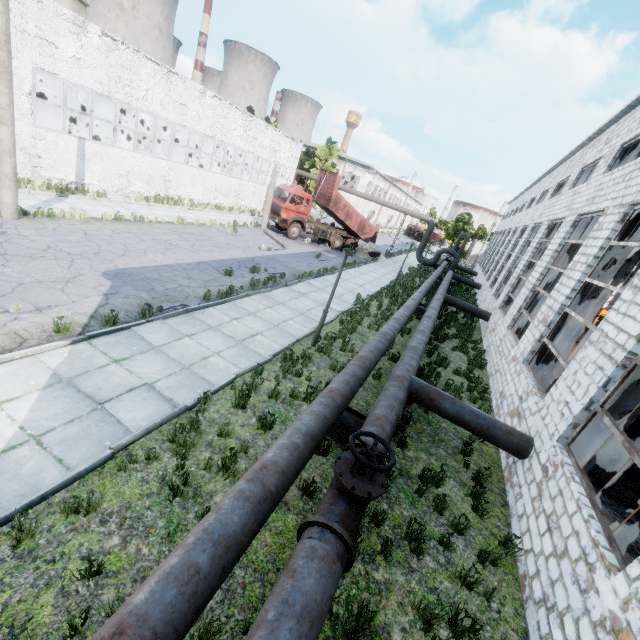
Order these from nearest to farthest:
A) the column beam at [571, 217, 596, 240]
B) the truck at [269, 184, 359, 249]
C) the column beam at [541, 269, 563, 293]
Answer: the column beam at [571, 217, 596, 240] → the column beam at [541, 269, 563, 293] → the truck at [269, 184, 359, 249]

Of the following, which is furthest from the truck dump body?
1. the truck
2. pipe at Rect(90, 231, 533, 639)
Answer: pipe at Rect(90, 231, 533, 639)

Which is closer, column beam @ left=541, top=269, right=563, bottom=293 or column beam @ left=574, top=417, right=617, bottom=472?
column beam @ left=574, top=417, right=617, bottom=472

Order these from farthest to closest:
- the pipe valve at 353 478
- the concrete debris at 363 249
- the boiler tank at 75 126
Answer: the concrete debris at 363 249 < the boiler tank at 75 126 < the pipe valve at 353 478

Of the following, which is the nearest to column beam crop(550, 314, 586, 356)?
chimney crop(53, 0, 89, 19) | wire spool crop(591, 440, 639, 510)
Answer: wire spool crop(591, 440, 639, 510)

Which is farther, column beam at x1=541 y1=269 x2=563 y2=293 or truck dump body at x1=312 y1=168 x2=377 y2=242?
truck dump body at x1=312 y1=168 x2=377 y2=242

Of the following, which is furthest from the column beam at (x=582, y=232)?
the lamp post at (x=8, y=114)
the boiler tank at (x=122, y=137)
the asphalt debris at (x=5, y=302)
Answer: the boiler tank at (x=122, y=137)

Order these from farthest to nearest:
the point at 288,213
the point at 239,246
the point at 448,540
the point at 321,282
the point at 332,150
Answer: the point at 332,150 → the point at 288,213 → the point at 239,246 → the point at 321,282 → the point at 448,540
